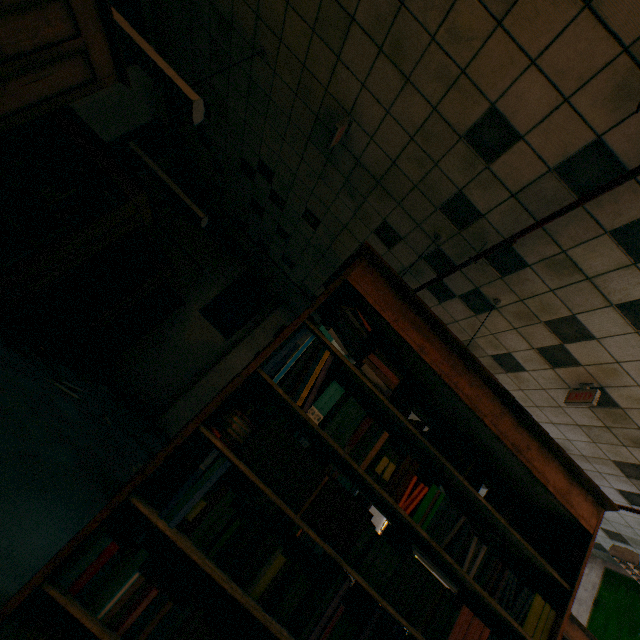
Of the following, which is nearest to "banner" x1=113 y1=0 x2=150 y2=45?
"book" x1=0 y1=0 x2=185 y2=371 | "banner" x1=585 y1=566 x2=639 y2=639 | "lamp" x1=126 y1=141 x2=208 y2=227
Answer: "book" x1=0 y1=0 x2=185 y2=371

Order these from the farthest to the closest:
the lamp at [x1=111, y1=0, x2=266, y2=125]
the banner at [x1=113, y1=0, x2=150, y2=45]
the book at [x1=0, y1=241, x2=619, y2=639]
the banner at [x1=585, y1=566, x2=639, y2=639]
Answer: the banner at [x1=585, y1=566, x2=639, y2=639], the banner at [x1=113, y1=0, x2=150, y2=45], the lamp at [x1=111, y1=0, x2=266, y2=125], the book at [x1=0, y1=241, x2=619, y2=639]

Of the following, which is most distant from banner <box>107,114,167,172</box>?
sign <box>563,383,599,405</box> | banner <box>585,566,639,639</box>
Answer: banner <box>585,566,639,639</box>

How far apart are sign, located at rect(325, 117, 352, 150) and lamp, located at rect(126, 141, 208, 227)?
2.25m

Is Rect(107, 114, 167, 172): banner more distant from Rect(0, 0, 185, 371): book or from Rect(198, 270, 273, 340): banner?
Rect(198, 270, 273, 340): banner

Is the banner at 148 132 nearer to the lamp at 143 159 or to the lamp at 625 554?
the lamp at 143 159

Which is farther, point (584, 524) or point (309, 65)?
point (309, 65)

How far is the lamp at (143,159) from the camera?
4.70m
